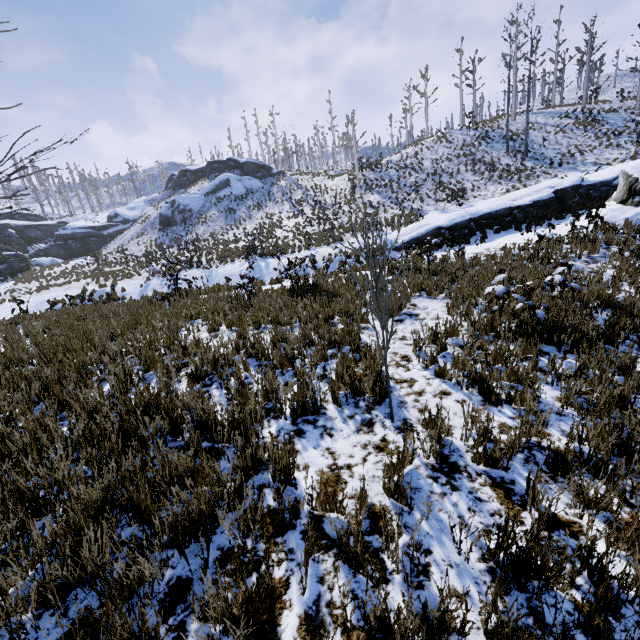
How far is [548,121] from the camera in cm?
2959

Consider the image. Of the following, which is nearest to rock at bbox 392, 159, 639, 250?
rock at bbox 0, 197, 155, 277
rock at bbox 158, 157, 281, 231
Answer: rock at bbox 158, 157, 281, 231

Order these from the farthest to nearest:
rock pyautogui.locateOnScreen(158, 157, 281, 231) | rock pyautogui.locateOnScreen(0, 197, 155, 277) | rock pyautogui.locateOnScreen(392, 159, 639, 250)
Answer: rock pyautogui.locateOnScreen(158, 157, 281, 231) → rock pyautogui.locateOnScreen(0, 197, 155, 277) → rock pyautogui.locateOnScreen(392, 159, 639, 250)

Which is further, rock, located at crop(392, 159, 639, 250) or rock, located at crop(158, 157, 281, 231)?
rock, located at crop(158, 157, 281, 231)

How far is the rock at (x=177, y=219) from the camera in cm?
4116

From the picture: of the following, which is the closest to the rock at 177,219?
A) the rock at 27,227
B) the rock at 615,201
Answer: the rock at 27,227

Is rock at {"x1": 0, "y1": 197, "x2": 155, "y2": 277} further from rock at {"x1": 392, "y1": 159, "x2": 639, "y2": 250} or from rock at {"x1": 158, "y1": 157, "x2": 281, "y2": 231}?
rock at {"x1": 392, "y1": 159, "x2": 639, "y2": 250}
